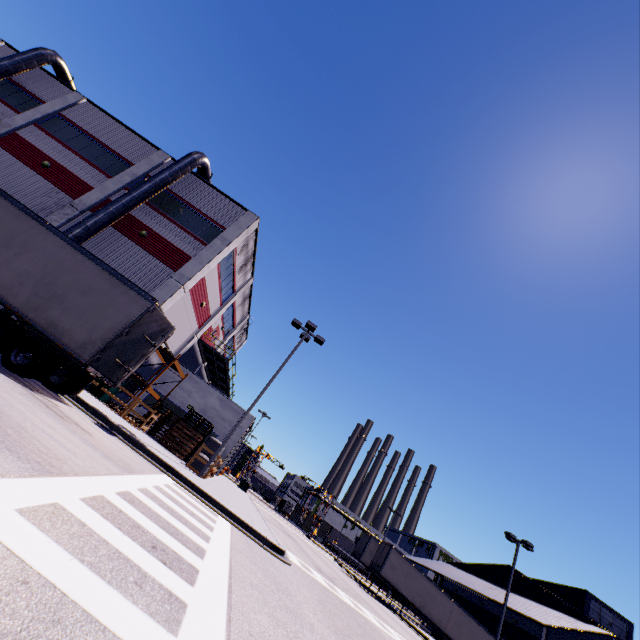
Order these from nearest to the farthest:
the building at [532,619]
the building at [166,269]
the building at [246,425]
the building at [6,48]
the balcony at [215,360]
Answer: the building at [166,269] → the building at [246,425] → the building at [6,48] → the building at [532,619] → the balcony at [215,360]

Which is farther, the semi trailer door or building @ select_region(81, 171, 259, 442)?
building @ select_region(81, 171, 259, 442)

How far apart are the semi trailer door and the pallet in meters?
11.6

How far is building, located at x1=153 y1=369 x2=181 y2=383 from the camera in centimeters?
2455cm

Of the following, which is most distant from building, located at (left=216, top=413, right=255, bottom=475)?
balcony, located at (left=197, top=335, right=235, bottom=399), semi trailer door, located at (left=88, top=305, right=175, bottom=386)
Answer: semi trailer door, located at (left=88, top=305, right=175, bottom=386)

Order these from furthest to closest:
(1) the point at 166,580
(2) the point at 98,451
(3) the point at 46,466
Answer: (2) the point at 98,451 < (3) the point at 46,466 < (1) the point at 166,580

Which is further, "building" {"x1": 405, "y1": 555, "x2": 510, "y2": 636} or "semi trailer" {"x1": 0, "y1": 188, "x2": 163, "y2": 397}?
"building" {"x1": 405, "y1": 555, "x2": 510, "y2": 636}

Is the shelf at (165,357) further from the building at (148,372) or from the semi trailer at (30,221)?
the semi trailer at (30,221)
